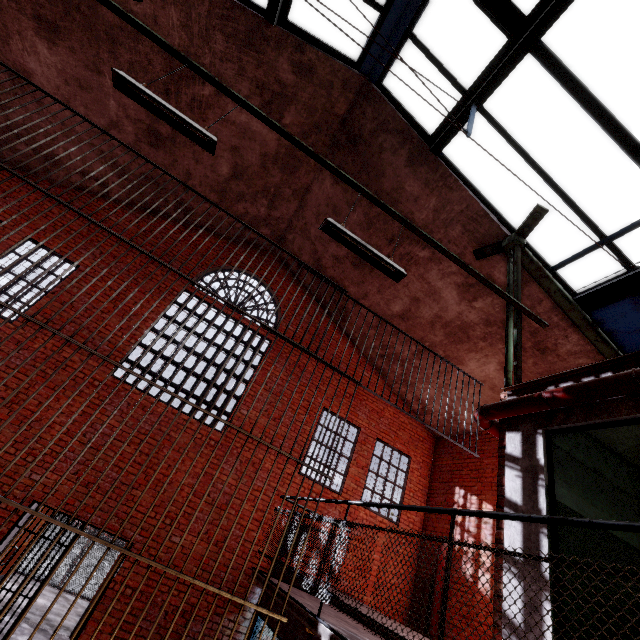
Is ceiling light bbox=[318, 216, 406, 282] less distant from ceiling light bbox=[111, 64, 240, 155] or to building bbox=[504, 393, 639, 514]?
ceiling light bbox=[111, 64, 240, 155]

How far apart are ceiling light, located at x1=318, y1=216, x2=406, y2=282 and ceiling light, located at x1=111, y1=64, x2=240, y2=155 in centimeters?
142cm

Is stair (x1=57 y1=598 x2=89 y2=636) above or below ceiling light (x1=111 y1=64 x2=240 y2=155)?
below

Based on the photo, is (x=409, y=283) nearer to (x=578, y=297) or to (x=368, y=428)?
(x=578, y=297)

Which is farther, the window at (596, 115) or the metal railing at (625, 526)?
the window at (596, 115)

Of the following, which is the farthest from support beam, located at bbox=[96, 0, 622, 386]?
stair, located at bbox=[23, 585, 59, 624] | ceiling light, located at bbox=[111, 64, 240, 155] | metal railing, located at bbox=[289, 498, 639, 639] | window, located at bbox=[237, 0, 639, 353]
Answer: stair, located at bbox=[23, 585, 59, 624]

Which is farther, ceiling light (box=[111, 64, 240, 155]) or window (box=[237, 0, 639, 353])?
window (box=[237, 0, 639, 353])

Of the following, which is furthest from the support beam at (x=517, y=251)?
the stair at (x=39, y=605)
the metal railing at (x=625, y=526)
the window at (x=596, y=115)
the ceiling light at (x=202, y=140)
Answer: the stair at (x=39, y=605)
